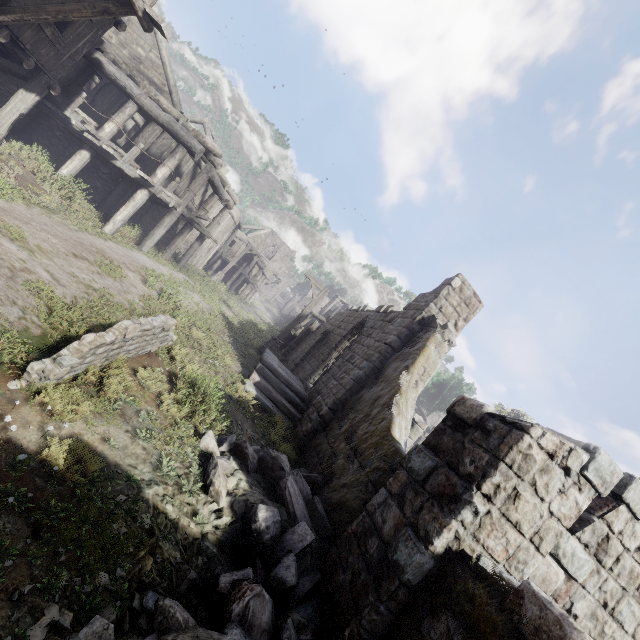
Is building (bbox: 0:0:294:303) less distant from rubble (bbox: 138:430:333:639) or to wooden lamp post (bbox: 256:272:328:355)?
rubble (bbox: 138:430:333:639)

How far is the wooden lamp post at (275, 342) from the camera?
16.1 meters

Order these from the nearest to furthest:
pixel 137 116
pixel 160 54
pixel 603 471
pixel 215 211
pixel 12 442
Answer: pixel 12 442
pixel 603 471
pixel 160 54
pixel 137 116
pixel 215 211

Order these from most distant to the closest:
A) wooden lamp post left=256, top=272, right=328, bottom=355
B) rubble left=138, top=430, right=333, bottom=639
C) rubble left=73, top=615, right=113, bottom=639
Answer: wooden lamp post left=256, top=272, right=328, bottom=355 → rubble left=138, top=430, right=333, bottom=639 → rubble left=73, top=615, right=113, bottom=639

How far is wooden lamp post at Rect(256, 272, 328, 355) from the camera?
16.09m

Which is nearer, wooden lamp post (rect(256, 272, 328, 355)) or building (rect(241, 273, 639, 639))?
building (rect(241, 273, 639, 639))

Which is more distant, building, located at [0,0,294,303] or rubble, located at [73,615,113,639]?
building, located at [0,0,294,303]

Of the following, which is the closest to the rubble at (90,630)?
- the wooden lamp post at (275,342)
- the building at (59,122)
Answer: the building at (59,122)
